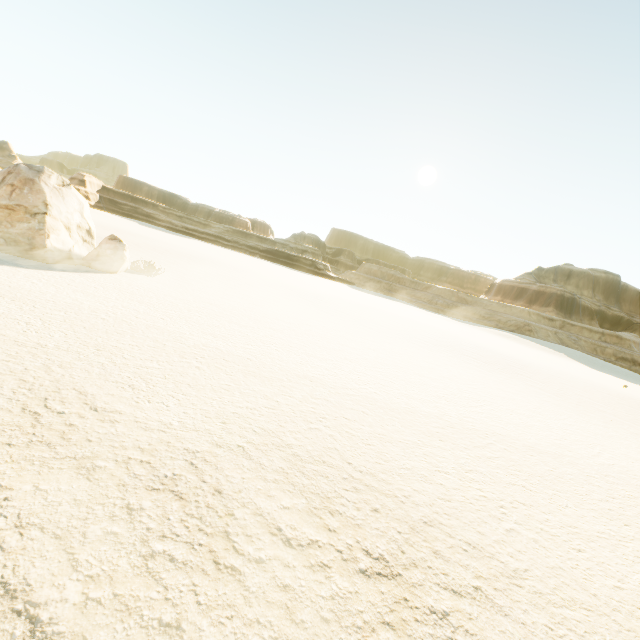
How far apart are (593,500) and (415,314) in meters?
54.1
